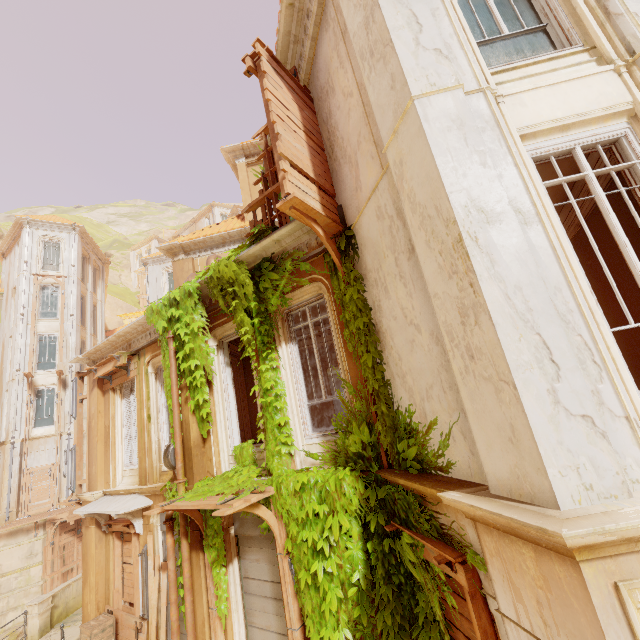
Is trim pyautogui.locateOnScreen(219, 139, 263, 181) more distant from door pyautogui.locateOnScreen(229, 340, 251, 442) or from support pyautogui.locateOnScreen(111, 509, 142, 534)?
support pyautogui.locateOnScreen(111, 509, 142, 534)

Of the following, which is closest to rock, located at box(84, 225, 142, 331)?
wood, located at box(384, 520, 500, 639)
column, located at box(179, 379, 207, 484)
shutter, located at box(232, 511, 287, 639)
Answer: column, located at box(179, 379, 207, 484)

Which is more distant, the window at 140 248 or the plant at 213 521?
the window at 140 248

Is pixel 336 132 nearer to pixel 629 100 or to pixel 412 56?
pixel 412 56

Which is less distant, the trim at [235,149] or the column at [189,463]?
the column at [189,463]

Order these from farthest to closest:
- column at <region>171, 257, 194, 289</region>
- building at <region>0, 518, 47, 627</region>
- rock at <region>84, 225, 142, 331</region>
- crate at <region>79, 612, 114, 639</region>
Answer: rock at <region>84, 225, 142, 331</region>
building at <region>0, 518, 47, 627</region>
column at <region>171, 257, 194, 289</region>
crate at <region>79, 612, 114, 639</region>

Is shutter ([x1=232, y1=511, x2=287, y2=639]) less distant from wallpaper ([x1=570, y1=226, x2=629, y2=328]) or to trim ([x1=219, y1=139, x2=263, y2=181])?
wallpaper ([x1=570, y1=226, x2=629, y2=328])

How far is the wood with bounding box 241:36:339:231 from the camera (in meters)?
5.05
